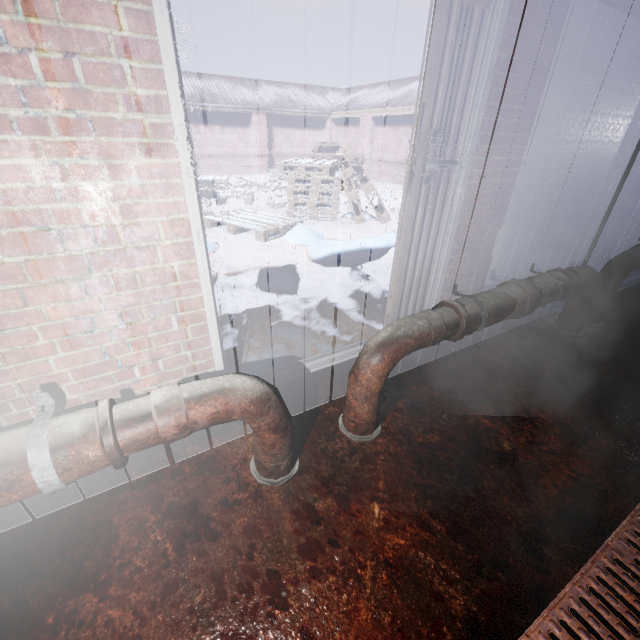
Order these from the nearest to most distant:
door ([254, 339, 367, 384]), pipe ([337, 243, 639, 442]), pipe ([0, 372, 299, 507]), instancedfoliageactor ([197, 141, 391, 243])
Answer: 1. pipe ([0, 372, 299, 507])
2. pipe ([337, 243, 639, 442])
3. door ([254, 339, 367, 384])
4. instancedfoliageactor ([197, 141, 391, 243])

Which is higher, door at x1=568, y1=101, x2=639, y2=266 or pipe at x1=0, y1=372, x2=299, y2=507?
door at x1=568, y1=101, x2=639, y2=266

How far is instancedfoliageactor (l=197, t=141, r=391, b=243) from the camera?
5.34m

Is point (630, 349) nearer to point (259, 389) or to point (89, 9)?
point (259, 389)

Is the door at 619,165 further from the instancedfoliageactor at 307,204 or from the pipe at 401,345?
the instancedfoliageactor at 307,204

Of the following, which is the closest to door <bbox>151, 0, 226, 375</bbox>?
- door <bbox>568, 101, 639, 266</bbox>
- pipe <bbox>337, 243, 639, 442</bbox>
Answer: pipe <bbox>337, 243, 639, 442</bbox>

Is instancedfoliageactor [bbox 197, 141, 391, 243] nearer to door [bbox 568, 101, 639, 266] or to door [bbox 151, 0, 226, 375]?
door [bbox 151, 0, 226, 375]

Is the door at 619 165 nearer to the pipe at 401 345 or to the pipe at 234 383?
the pipe at 401 345
